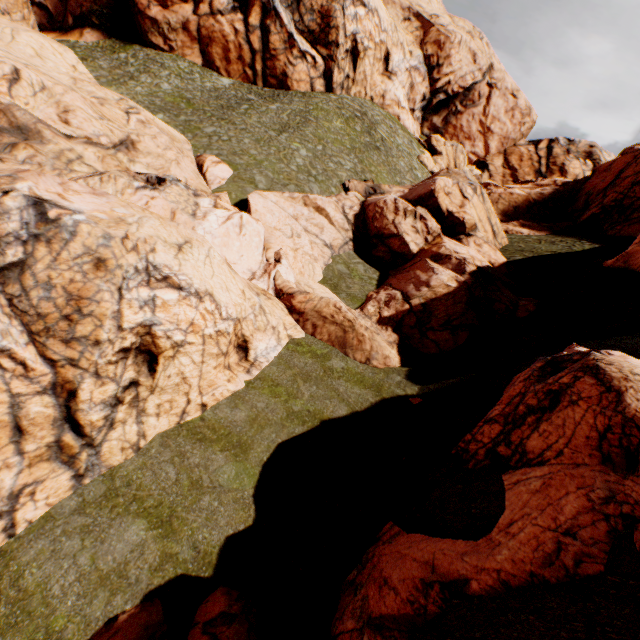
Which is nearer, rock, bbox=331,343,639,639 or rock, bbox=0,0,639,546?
rock, bbox=331,343,639,639

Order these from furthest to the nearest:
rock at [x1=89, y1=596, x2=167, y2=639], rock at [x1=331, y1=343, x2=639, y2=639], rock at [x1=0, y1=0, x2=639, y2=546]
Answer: rock at [x1=0, y1=0, x2=639, y2=546] < rock at [x1=89, y1=596, x2=167, y2=639] < rock at [x1=331, y1=343, x2=639, y2=639]

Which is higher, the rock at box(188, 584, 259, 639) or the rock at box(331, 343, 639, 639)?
the rock at box(331, 343, 639, 639)

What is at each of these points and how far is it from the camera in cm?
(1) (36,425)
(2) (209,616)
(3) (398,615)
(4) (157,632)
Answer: (1) rock, 902
(2) rock, 814
(3) rock, 709
(4) rock, 796

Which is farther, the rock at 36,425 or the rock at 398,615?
the rock at 36,425
